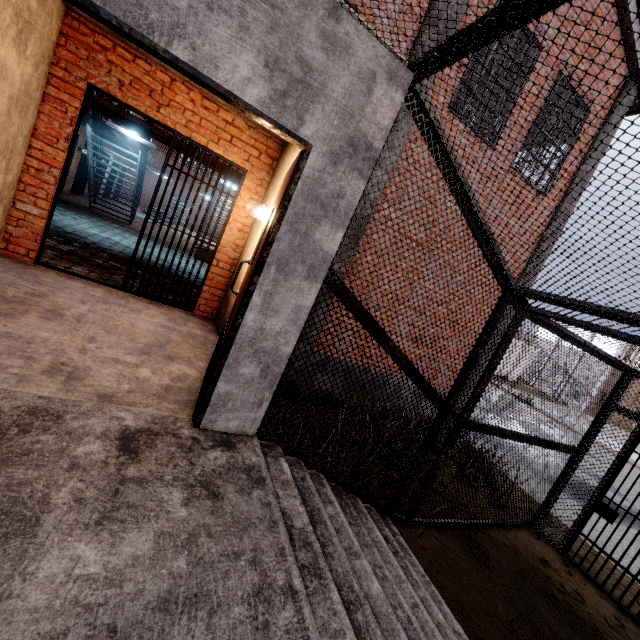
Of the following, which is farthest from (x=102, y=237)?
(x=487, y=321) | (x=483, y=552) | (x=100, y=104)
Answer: (x=483, y=552)
